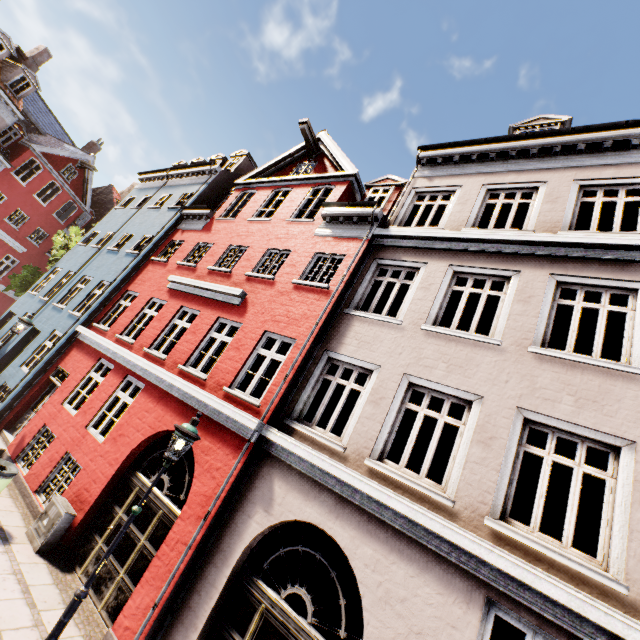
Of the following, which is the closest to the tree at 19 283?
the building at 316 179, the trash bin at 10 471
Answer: the building at 316 179

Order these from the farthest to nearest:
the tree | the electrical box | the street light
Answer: the tree, the electrical box, the street light

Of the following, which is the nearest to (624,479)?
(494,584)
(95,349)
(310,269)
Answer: (494,584)

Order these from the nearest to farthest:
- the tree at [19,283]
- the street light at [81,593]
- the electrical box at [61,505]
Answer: the street light at [81,593], the electrical box at [61,505], the tree at [19,283]

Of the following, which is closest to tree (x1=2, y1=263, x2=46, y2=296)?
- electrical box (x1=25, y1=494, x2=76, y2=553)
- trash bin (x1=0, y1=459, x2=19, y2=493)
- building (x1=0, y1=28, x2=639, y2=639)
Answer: building (x1=0, y1=28, x2=639, y2=639)

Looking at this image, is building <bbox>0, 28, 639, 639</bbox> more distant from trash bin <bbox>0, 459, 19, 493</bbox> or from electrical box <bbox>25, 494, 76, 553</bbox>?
trash bin <bbox>0, 459, 19, 493</bbox>

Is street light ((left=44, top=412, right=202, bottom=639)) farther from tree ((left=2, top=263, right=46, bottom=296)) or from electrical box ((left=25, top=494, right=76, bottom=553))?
tree ((left=2, top=263, right=46, bottom=296))
